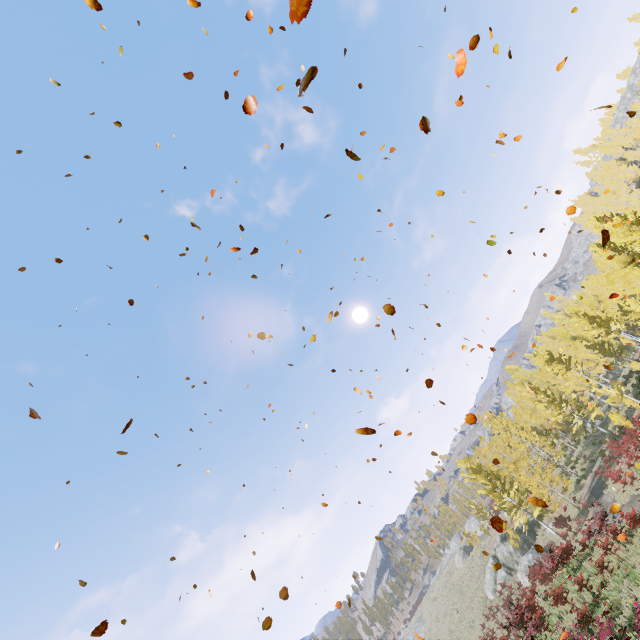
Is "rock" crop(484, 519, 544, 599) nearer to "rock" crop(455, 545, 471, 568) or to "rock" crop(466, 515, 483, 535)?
"rock" crop(455, 545, 471, 568)

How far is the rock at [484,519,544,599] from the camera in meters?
32.6 m

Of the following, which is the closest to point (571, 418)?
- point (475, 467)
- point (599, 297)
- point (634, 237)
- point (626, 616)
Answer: point (475, 467)

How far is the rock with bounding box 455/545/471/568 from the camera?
Result: 53.3 meters

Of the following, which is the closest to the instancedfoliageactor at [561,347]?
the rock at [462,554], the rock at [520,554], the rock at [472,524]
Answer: the rock at [520,554]

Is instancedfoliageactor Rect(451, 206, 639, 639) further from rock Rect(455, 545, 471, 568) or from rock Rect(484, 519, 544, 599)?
rock Rect(455, 545, 471, 568)

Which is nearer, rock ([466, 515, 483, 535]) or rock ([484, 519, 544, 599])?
rock ([484, 519, 544, 599])

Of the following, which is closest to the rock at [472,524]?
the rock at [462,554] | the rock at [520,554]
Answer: the rock at [462,554]
